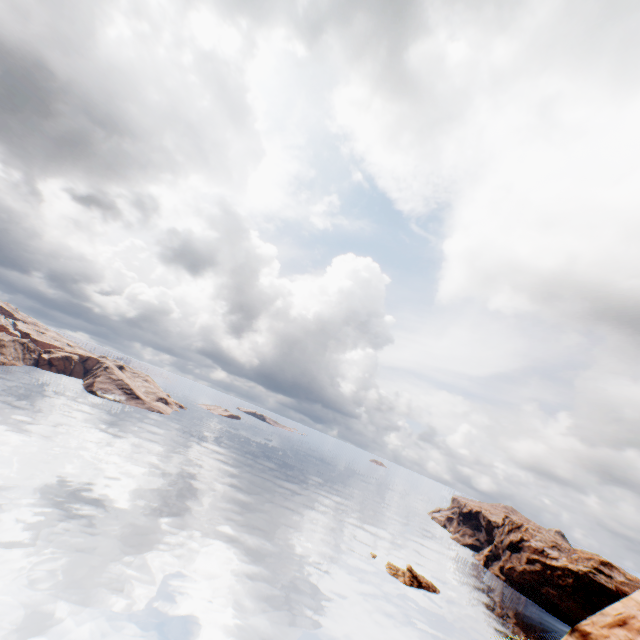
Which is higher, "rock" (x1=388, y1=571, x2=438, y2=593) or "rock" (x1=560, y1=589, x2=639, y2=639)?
"rock" (x1=560, y1=589, x2=639, y2=639)

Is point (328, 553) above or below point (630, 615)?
below

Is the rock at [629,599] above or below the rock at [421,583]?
above

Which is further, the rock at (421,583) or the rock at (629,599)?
the rock at (421,583)

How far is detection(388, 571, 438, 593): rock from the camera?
58.2m

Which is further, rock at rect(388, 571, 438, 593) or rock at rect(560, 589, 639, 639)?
rock at rect(388, 571, 438, 593)
